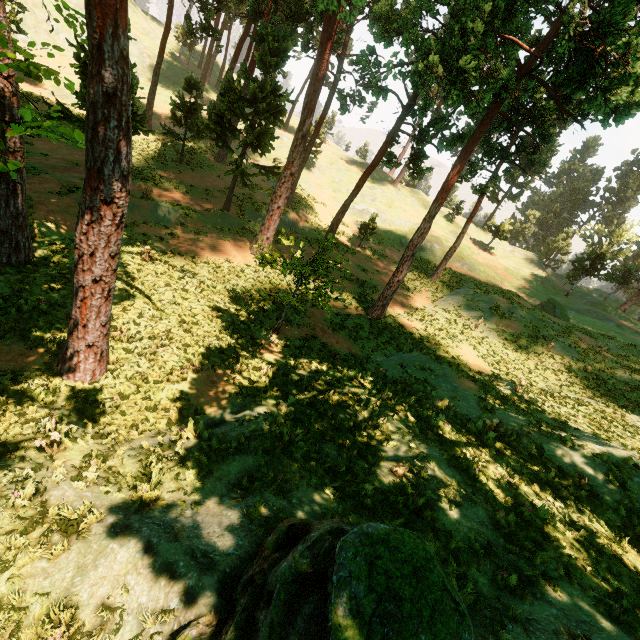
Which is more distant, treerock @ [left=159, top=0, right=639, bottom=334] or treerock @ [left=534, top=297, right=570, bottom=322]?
treerock @ [left=534, top=297, right=570, bottom=322]

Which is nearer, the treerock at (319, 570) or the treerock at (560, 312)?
the treerock at (319, 570)

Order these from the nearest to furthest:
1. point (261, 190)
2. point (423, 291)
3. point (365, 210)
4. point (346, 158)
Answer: point (423, 291) → point (261, 190) → point (365, 210) → point (346, 158)

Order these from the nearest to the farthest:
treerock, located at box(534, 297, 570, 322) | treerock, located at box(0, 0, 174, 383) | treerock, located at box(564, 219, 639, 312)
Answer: treerock, located at box(0, 0, 174, 383) < treerock, located at box(534, 297, 570, 322) < treerock, located at box(564, 219, 639, 312)

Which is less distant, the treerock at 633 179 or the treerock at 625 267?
the treerock at 625 267

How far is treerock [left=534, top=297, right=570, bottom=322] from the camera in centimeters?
3101cm

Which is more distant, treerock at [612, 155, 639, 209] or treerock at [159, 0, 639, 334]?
treerock at [612, 155, 639, 209]
